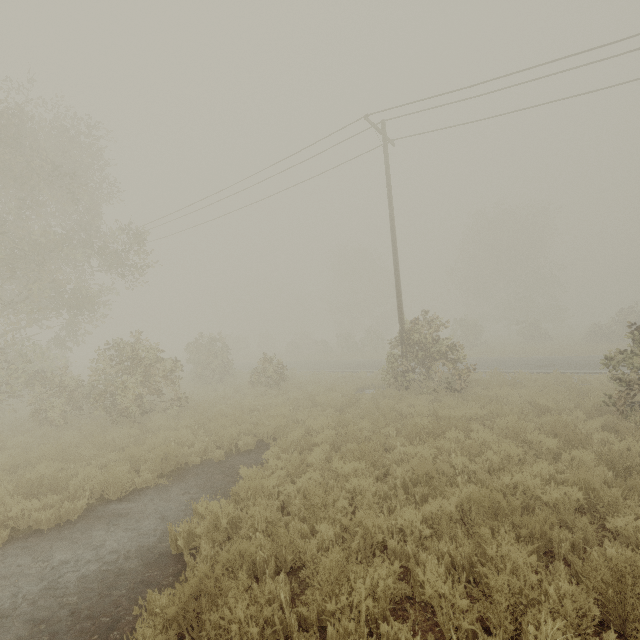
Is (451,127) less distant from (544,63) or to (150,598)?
(544,63)
